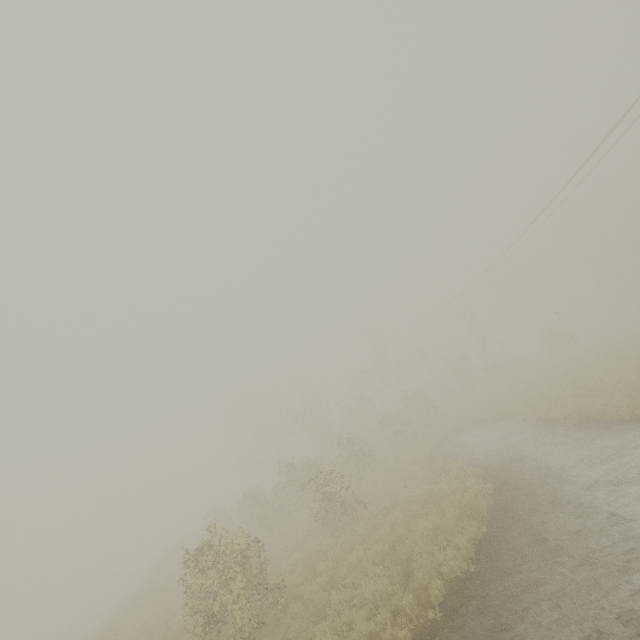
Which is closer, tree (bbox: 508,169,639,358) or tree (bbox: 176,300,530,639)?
tree (bbox: 176,300,530,639)

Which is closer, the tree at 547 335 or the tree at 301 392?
the tree at 301 392

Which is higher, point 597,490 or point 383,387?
point 383,387
